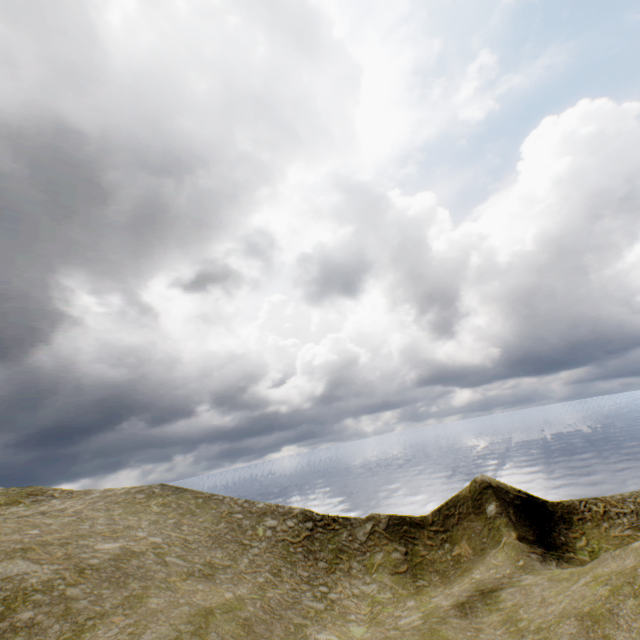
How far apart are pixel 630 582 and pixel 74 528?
26.61m
